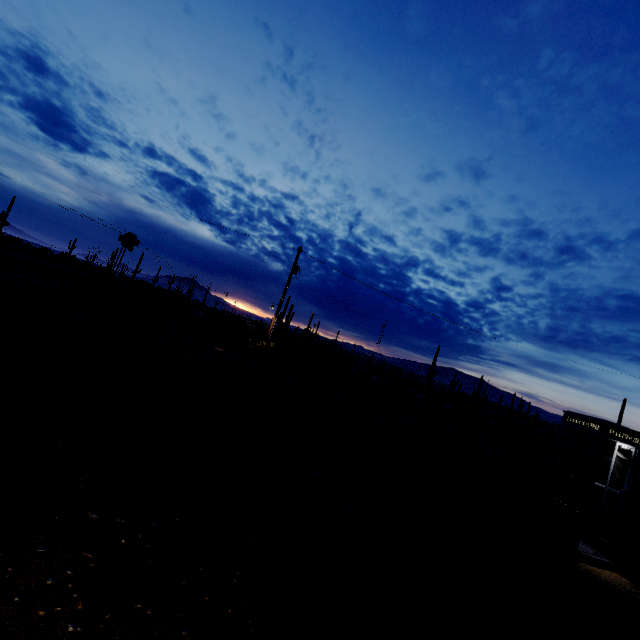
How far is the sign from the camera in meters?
22.7 m

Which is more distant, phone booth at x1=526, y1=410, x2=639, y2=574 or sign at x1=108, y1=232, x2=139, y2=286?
sign at x1=108, y1=232, x2=139, y2=286

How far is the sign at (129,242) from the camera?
22.7m

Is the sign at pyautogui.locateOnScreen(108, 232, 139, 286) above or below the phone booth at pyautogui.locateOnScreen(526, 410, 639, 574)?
above

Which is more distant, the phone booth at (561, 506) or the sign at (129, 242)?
the sign at (129, 242)

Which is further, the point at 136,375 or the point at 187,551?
the point at 136,375
